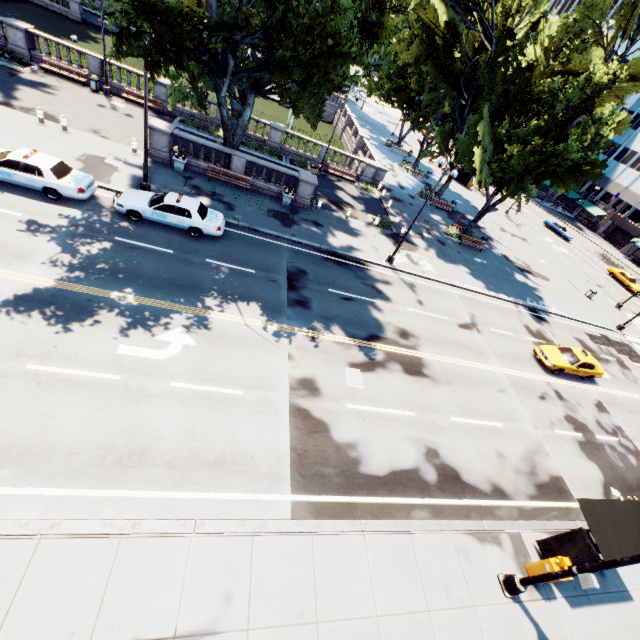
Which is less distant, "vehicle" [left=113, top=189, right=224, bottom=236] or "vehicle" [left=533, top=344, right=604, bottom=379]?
"vehicle" [left=113, top=189, right=224, bottom=236]

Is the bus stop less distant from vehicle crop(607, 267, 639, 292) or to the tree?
the tree

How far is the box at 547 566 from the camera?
10.3m

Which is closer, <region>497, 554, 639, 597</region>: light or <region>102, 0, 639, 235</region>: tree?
<region>497, 554, 639, 597</region>: light

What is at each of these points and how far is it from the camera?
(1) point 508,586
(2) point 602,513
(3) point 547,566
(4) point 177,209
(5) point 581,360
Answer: (1) light, 10.2m
(2) bus stop, 10.8m
(3) box, 10.5m
(4) vehicle, 16.5m
(5) vehicle, 21.0m

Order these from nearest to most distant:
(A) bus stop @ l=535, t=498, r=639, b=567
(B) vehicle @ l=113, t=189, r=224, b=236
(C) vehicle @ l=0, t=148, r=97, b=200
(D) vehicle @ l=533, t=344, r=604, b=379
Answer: (A) bus stop @ l=535, t=498, r=639, b=567 → (C) vehicle @ l=0, t=148, r=97, b=200 → (B) vehicle @ l=113, t=189, r=224, b=236 → (D) vehicle @ l=533, t=344, r=604, b=379

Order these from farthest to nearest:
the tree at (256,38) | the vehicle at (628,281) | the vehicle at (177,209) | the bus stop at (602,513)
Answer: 1. the vehicle at (628,281)
2. the vehicle at (177,209)
3. the tree at (256,38)
4. the bus stop at (602,513)

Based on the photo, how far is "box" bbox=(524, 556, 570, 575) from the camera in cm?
1027
